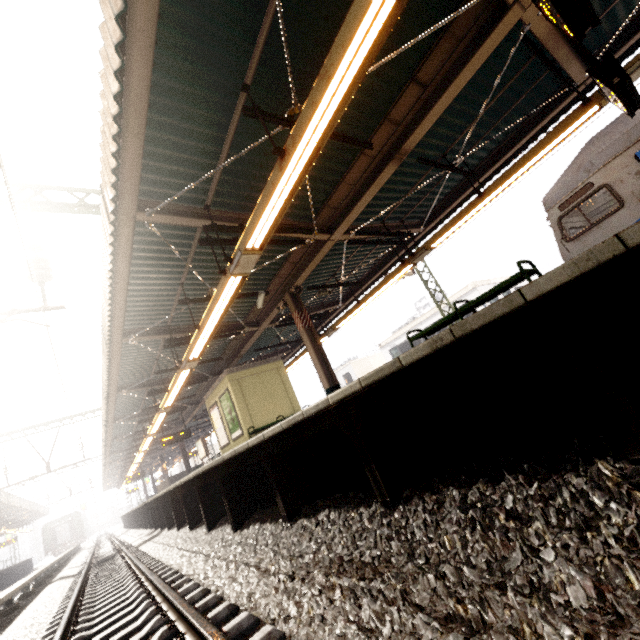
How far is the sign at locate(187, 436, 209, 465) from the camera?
18.6 meters

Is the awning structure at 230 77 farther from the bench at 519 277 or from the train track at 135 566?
the train track at 135 566

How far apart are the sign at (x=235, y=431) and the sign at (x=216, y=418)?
0.30m

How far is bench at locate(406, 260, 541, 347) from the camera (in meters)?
4.66

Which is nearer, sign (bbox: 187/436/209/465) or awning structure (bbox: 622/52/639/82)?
awning structure (bbox: 622/52/639/82)

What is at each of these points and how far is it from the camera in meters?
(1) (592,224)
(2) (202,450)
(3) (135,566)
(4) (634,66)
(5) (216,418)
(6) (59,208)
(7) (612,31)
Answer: (1) train, 6.9 m
(2) sign, 18.8 m
(3) train track, 7.1 m
(4) awning structure, 5.4 m
(5) sign, 13.2 m
(6) power line, 7.6 m
(7) awning structure, 6.6 m

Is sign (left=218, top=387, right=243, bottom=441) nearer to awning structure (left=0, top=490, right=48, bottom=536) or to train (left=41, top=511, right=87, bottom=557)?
awning structure (left=0, top=490, right=48, bottom=536)

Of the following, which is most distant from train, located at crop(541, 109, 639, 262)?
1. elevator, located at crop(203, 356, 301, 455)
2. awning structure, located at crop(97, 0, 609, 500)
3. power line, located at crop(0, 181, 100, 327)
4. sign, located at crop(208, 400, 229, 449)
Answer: sign, located at crop(208, 400, 229, 449)
